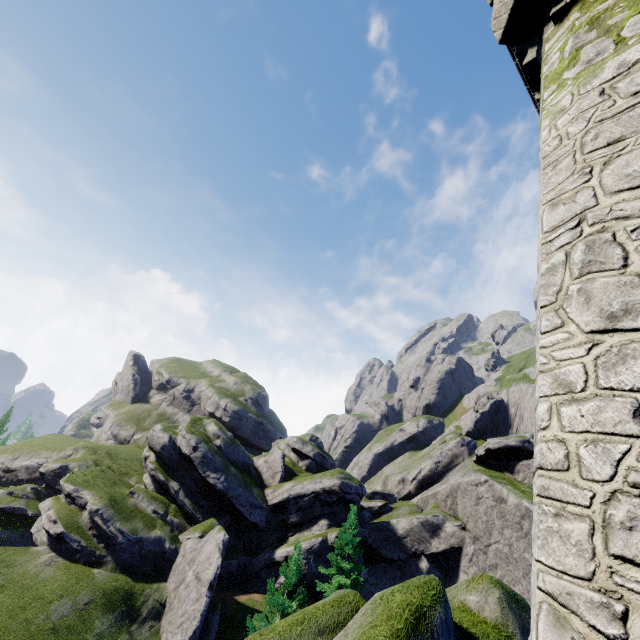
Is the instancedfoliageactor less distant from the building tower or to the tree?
the tree

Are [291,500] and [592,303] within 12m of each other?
no

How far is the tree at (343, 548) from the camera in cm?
2809

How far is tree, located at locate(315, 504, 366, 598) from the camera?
28.1m

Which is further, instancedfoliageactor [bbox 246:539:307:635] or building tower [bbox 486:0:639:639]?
instancedfoliageactor [bbox 246:539:307:635]

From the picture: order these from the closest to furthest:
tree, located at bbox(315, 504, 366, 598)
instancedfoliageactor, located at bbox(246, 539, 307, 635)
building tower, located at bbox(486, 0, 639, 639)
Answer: building tower, located at bbox(486, 0, 639, 639) → instancedfoliageactor, located at bbox(246, 539, 307, 635) → tree, located at bbox(315, 504, 366, 598)

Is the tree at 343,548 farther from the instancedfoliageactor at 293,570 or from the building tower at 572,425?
the building tower at 572,425

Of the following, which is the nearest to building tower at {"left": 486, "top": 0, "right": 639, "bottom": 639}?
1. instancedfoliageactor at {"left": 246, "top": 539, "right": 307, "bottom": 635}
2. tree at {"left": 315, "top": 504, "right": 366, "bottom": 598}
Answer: instancedfoliageactor at {"left": 246, "top": 539, "right": 307, "bottom": 635}
